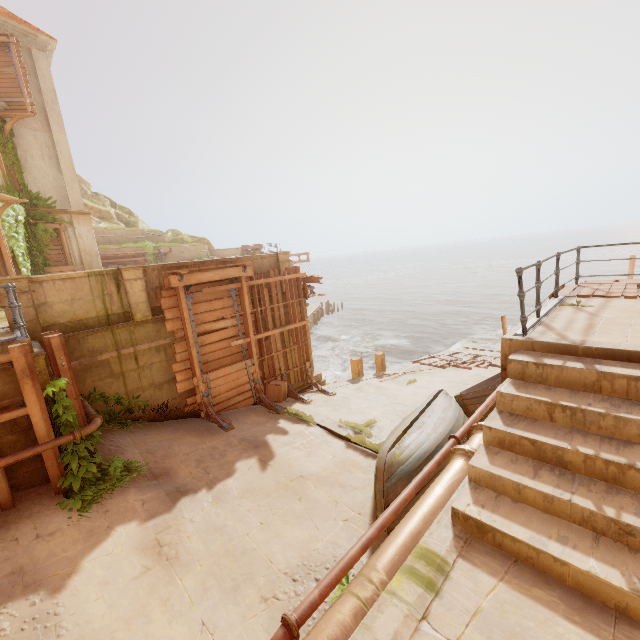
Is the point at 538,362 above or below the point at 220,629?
above

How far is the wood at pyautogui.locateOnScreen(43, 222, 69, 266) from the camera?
16.44m

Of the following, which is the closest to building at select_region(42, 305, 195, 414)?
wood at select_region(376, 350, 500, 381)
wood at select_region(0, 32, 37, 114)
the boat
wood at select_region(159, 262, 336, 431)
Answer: wood at select_region(159, 262, 336, 431)

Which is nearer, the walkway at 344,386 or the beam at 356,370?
the walkway at 344,386

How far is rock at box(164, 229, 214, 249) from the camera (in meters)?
35.19

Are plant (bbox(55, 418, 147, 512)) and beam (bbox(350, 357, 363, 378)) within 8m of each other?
no

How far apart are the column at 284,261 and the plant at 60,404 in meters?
6.6 m

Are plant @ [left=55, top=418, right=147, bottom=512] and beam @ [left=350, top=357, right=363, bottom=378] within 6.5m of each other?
no
